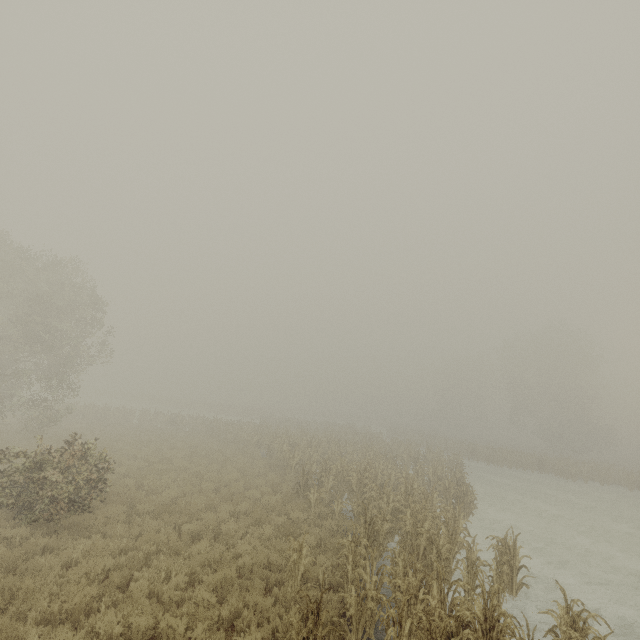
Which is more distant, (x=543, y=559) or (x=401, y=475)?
(x=401, y=475)
